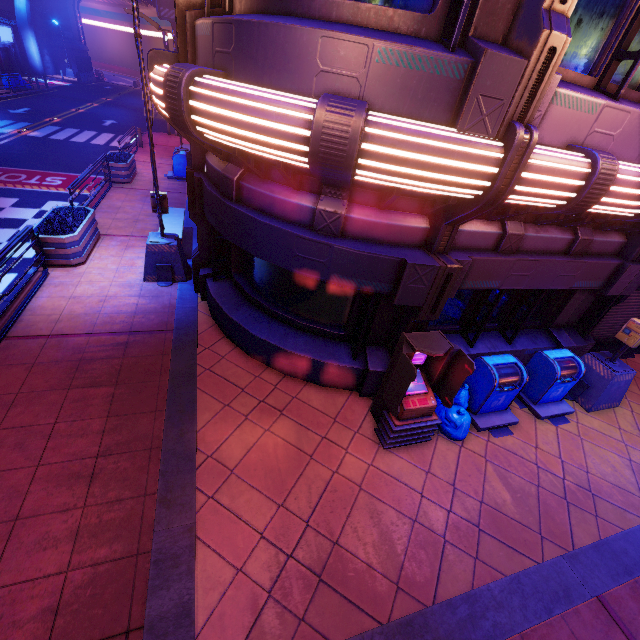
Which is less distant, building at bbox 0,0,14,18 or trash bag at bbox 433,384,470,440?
trash bag at bbox 433,384,470,440

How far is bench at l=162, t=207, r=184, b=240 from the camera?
9.42m

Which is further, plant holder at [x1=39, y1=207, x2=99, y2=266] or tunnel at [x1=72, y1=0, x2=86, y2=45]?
tunnel at [x1=72, y1=0, x2=86, y2=45]

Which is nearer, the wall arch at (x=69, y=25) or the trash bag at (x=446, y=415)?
the trash bag at (x=446, y=415)

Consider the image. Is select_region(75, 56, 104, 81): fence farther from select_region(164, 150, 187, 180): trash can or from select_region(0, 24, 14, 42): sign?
select_region(164, 150, 187, 180): trash can

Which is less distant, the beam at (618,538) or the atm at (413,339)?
the beam at (618,538)

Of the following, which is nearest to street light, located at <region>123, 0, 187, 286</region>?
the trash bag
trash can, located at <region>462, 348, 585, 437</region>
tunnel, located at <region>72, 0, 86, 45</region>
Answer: the trash bag

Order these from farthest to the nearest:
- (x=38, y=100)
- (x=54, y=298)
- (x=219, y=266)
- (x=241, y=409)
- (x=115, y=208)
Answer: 1. (x=38, y=100)
2. (x=115, y=208)
3. (x=219, y=266)
4. (x=54, y=298)
5. (x=241, y=409)
